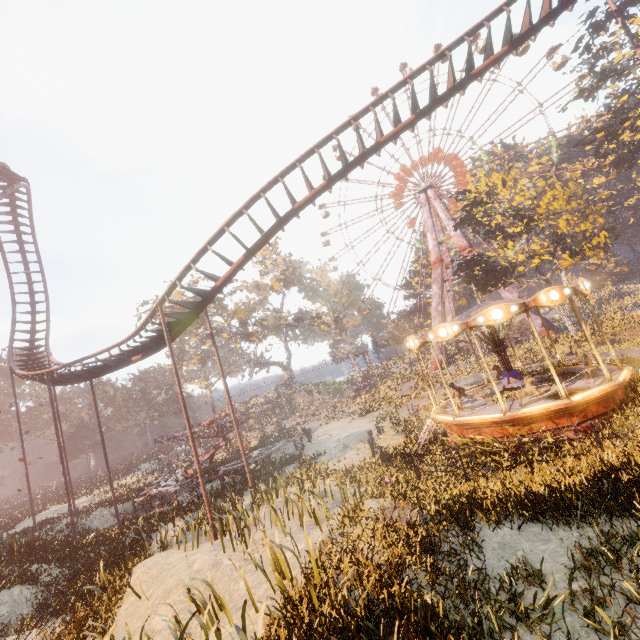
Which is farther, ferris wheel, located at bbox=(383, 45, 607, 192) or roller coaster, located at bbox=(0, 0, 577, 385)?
ferris wheel, located at bbox=(383, 45, 607, 192)

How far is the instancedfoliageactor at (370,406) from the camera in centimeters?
2880cm

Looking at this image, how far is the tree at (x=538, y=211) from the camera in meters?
27.4

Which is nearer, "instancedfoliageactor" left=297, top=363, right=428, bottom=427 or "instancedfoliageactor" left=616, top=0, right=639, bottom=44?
"instancedfoliageactor" left=616, top=0, right=639, bottom=44

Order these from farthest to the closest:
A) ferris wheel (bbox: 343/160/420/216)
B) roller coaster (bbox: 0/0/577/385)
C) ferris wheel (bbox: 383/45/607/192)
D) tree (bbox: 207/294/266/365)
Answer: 1. ferris wheel (bbox: 343/160/420/216)
2. tree (bbox: 207/294/266/365)
3. ferris wheel (bbox: 383/45/607/192)
4. roller coaster (bbox: 0/0/577/385)

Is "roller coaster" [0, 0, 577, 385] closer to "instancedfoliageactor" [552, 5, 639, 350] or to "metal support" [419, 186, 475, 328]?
"instancedfoliageactor" [552, 5, 639, 350]

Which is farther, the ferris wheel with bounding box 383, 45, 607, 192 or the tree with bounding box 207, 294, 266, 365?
the tree with bounding box 207, 294, 266, 365

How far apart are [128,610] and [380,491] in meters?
8.2 m
